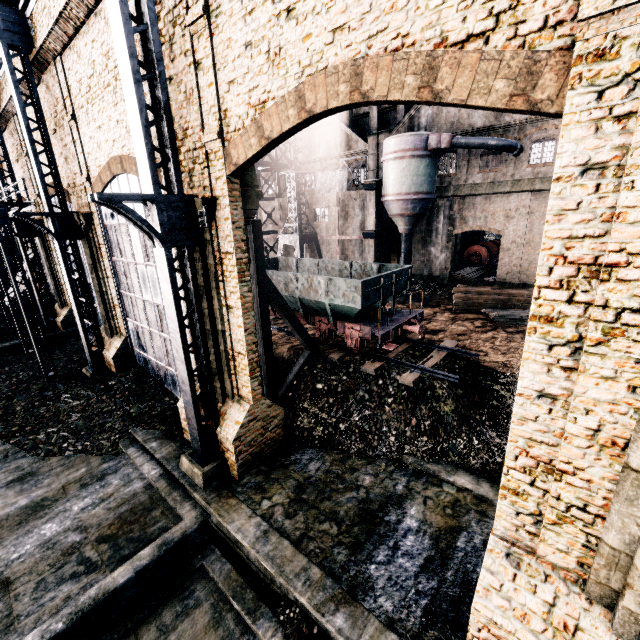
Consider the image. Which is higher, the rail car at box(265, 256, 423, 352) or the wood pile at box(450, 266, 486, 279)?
the rail car at box(265, 256, 423, 352)

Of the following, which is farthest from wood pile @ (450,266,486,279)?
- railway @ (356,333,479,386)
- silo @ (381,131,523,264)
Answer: railway @ (356,333,479,386)

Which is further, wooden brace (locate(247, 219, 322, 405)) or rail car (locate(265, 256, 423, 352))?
rail car (locate(265, 256, 423, 352))

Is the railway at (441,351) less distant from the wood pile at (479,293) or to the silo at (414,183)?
the wood pile at (479,293)

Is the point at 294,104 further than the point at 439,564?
No

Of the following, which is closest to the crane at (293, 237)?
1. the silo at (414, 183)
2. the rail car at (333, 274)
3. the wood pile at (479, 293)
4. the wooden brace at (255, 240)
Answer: the silo at (414, 183)

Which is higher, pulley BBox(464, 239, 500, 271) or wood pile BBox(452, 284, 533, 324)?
pulley BBox(464, 239, 500, 271)

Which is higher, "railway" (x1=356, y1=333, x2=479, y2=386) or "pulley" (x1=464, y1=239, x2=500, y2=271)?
"pulley" (x1=464, y1=239, x2=500, y2=271)
